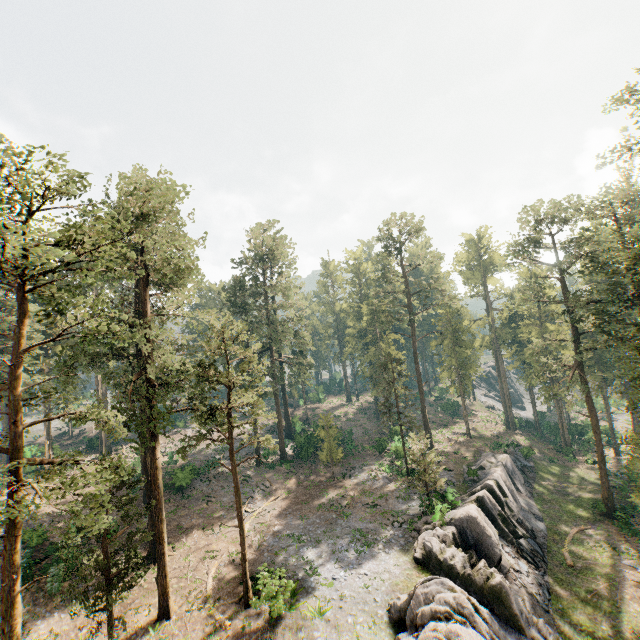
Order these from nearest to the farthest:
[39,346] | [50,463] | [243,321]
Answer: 1. [50,463]
2. [243,321]
3. [39,346]

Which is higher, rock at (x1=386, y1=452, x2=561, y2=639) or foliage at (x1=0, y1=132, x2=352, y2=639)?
foliage at (x1=0, y1=132, x2=352, y2=639)

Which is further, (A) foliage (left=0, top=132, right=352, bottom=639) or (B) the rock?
(B) the rock

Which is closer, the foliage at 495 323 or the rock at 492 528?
the rock at 492 528

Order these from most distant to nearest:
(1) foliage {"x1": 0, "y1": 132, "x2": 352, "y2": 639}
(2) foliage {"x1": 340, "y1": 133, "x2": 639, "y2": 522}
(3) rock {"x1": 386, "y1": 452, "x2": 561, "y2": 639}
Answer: (2) foliage {"x1": 340, "y1": 133, "x2": 639, "y2": 522}
(3) rock {"x1": 386, "y1": 452, "x2": 561, "y2": 639}
(1) foliage {"x1": 0, "y1": 132, "x2": 352, "y2": 639}

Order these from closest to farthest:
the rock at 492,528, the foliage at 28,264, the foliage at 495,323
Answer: the foliage at 28,264, the rock at 492,528, the foliage at 495,323

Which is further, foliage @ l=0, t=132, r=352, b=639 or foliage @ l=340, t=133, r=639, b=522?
foliage @ l=340, t=133, r=639, b=522
